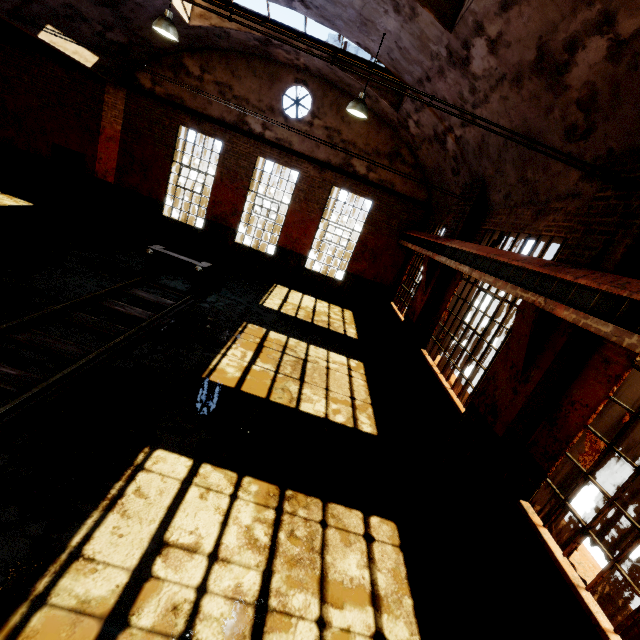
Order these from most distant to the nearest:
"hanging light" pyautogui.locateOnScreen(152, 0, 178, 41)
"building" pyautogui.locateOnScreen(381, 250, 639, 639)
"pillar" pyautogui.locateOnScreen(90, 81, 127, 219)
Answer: "pillar" pyautogui.locateOnScreen(90, 81, 127, 219), "hanging light" pyautogui.locateOnScreen(152, 0, 178, 41), "building" pyautogui.locateOnScreen(381, 250, 639, 639)

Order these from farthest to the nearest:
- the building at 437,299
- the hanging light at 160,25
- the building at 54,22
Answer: the building at 54,22, the hanging light at 160,25, the building at 437,299

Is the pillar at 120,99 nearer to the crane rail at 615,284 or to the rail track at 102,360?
the rail track at 102,360

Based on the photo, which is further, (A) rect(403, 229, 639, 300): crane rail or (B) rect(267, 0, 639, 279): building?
(B) rect(267, 0, 639, 279): building

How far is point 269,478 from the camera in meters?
4.4

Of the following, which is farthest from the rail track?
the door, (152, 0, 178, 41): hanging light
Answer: the door

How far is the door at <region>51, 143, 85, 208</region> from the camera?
12.9 meters

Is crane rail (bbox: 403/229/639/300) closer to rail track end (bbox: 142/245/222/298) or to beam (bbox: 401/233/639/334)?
beam (bbox: 401/233/639/334)
